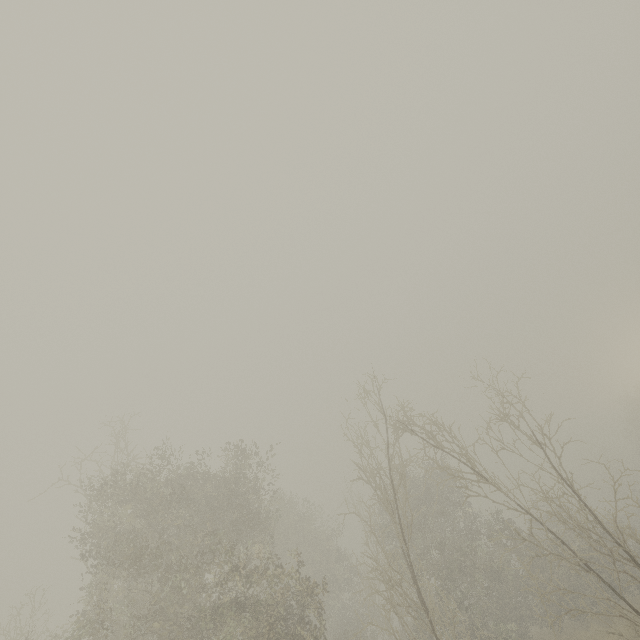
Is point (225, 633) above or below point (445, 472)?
below
